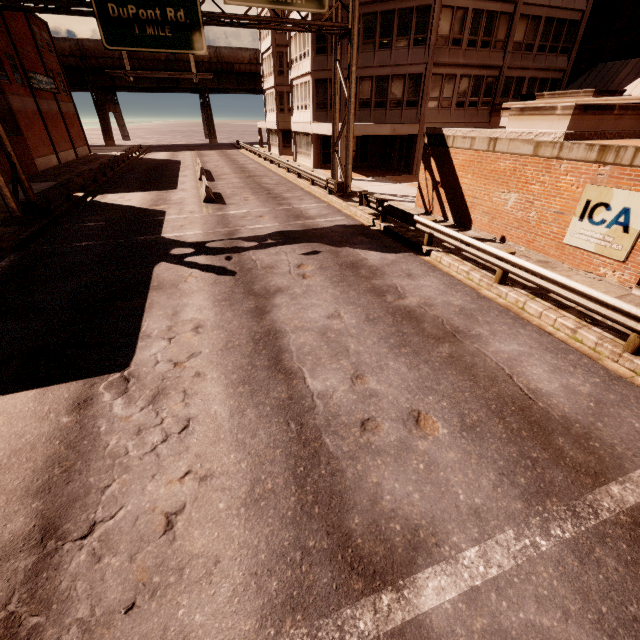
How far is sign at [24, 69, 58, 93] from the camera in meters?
31.3

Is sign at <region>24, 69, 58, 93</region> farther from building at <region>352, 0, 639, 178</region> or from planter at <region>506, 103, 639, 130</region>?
planter at <region>506, 103, 639, 130</region>

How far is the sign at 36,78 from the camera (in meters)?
31.31

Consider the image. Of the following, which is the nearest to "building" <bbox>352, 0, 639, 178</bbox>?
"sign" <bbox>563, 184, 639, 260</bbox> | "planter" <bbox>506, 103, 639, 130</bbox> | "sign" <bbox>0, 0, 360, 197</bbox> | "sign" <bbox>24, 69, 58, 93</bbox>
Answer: "sign" <bbox>0, 0, 360, 197</bbox>

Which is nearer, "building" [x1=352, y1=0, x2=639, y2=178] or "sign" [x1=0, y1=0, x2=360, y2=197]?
"sign" [x1=0, y1=0, x2=360, y2=197]

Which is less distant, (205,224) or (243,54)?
(205,224)

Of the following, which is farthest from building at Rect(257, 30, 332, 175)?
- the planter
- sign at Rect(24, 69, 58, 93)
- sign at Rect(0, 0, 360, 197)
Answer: sign at Rect(24, 69, 58, 93)

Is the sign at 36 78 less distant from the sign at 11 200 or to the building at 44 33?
the building at 44 33
